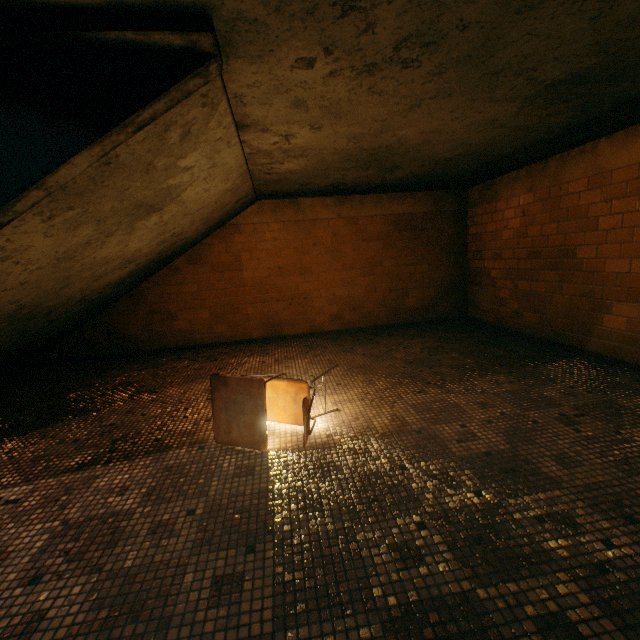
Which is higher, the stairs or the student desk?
the stairs

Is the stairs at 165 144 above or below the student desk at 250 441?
above

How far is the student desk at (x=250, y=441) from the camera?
2.3 meters

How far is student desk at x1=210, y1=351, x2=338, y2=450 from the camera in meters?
2.3 m

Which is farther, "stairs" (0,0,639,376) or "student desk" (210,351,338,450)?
"student desk" (210,351,338,450)

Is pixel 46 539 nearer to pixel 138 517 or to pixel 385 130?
pixel 138 517
